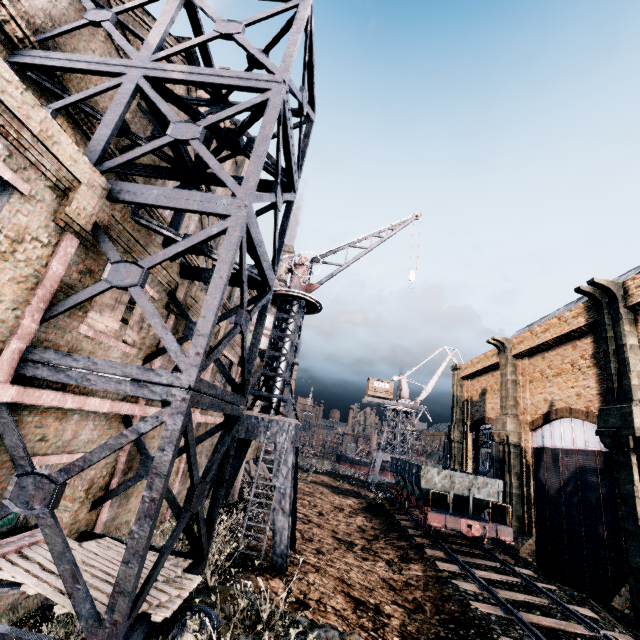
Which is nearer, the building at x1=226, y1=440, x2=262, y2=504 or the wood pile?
the building at x1=226, y1=440, x2=262, y2=504

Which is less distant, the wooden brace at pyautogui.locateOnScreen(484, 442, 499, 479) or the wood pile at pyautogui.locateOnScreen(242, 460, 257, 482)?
the wooden brace at pyautogui.locateOnScreen(484, 442, 499, 479)

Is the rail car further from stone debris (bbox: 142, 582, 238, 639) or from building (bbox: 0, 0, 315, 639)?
stone debris (bbox: 142, 582, 238, 639)

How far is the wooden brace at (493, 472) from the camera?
27.5m

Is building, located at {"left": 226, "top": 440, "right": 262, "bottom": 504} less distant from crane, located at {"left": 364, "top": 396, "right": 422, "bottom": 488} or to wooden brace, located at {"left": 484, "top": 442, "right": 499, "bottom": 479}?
crane, located at {"left": 364, "top": 396, "right": 422, "bottom": 488}

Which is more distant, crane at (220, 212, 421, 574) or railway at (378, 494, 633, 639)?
crane at (220, 212, 421, 574)

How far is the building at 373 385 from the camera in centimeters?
5931cm

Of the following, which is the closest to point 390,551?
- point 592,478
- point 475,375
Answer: point 592,478
